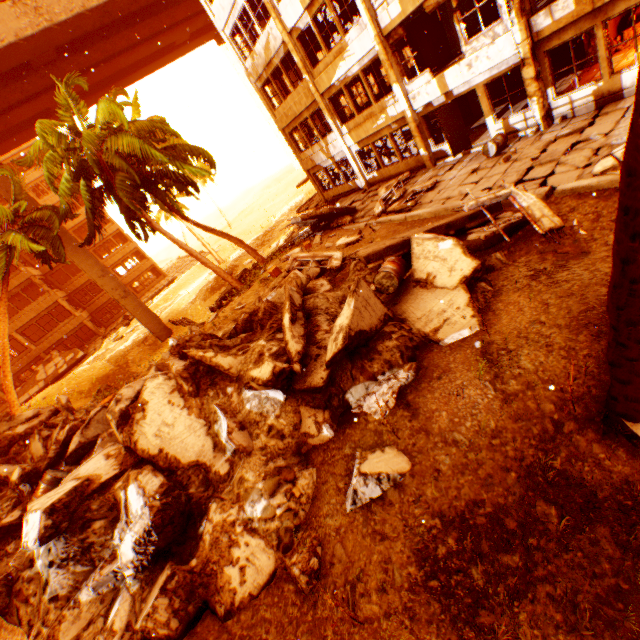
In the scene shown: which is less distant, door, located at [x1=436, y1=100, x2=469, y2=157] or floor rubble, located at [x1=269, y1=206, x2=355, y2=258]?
door, located at [x1=436, y1=100, x2=469, y2=157]

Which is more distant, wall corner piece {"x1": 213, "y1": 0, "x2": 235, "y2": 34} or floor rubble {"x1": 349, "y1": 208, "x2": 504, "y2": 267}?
wall corner piece {"x1": 213, "y1": 0, "x2": 235, "y2": 34}

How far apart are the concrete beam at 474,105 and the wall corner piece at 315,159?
6.7 meters

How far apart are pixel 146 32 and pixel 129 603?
33.3m

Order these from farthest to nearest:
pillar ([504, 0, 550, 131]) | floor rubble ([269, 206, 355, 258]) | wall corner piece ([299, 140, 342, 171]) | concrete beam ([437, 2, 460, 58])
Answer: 1. wall corner piece ([299, 140, 342, 171])
2. floor rubble ([269, 206, 355, 258])
3. concrete beam ([437, 2, 460, 58])
4. pillar ([504, 0, 550, 131])

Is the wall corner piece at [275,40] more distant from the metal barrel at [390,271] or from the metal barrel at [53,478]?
the metal barrel at [53,478]

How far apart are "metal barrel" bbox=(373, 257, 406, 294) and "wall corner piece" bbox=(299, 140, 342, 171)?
14.60m

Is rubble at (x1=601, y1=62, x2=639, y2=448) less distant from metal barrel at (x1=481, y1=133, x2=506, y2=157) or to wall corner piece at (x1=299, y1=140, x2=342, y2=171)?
metal barrel at (x1=481, y1=133, x2=506, y2=157)
